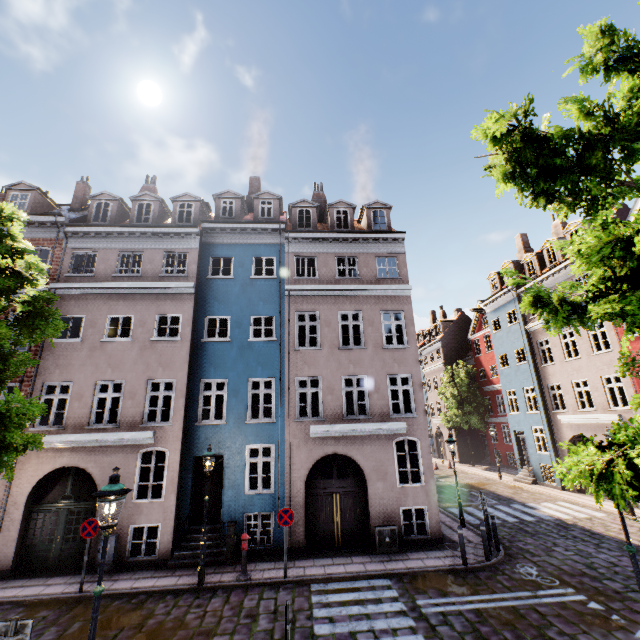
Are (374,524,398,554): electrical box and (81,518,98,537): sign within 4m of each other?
no

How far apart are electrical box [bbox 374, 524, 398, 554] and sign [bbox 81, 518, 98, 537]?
9.27m

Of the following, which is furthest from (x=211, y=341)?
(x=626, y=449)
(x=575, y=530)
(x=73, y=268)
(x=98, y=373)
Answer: (x=575, y=530)

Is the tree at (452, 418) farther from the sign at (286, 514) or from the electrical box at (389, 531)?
the electrical box at (389, 531)

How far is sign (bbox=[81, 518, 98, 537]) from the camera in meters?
10.0

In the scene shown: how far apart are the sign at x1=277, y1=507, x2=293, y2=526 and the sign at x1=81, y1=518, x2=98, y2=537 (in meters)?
5.61

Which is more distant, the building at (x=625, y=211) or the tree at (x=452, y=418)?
the tree at (x=452, y=418)

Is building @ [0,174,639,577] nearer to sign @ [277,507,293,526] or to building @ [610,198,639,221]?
sign @ [277,507,293,526]
